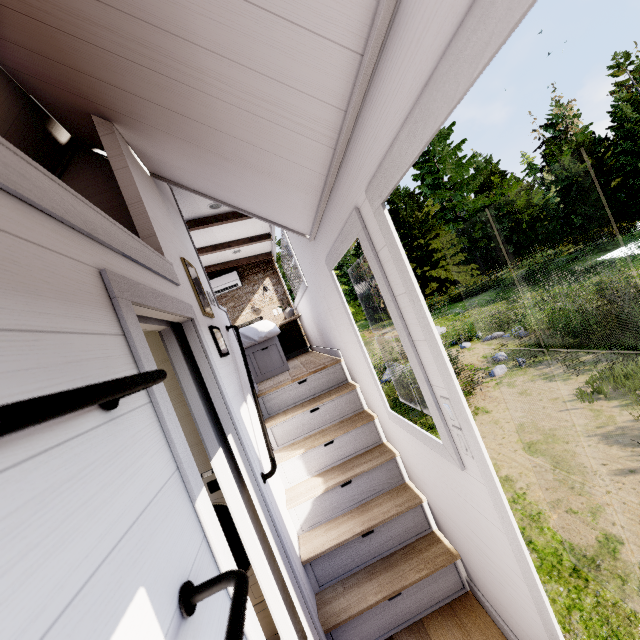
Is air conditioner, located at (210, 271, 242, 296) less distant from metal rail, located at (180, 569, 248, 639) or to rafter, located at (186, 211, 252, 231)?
rafter, located at (186, 211, 252, 231)

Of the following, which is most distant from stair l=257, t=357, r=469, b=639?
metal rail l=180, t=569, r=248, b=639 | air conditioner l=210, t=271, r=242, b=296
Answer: air conditioner l=210, t=271, r=242, b=296

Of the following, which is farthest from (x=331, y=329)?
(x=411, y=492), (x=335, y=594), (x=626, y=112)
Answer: (x=626, y=112)

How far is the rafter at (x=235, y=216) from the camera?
4.2 meters

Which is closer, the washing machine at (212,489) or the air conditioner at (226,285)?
the washing machine at (212,489)

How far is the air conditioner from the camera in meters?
6.5 m

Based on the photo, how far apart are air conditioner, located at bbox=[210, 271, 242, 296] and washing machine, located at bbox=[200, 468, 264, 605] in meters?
4.6 m

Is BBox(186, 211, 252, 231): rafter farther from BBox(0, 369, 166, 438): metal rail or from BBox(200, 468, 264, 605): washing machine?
BBox(0, 369, 166, 438): metal rail
